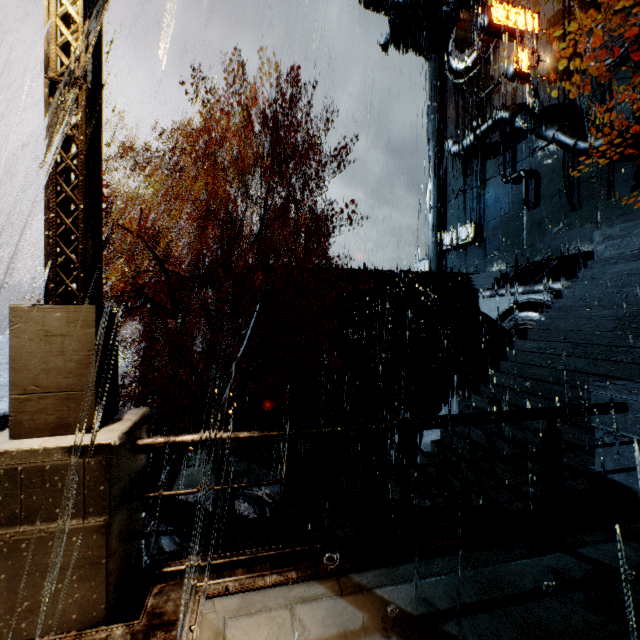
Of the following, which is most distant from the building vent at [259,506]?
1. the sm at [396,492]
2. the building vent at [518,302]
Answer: the building vent at [518,302]

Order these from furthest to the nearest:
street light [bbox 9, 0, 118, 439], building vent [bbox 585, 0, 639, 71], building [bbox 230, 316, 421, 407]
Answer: building [bbox 230, 316, 421, 407] < building vent [bbox 585, 0, 639, 71] < street light [bbox 9, 0, 118, 439]

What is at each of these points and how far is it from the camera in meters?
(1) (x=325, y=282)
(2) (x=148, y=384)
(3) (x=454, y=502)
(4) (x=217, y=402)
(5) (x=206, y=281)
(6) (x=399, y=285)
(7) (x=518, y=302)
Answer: (1) building, 21.1
(2) building, 23.6
(3) stairs, 7.0
(4) tree, 11.1
(5) sm, 20.9
(6) building, 22.3
(7) building vent, 14.8

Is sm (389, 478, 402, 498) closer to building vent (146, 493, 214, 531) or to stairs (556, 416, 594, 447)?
stairs (556, 416, 594, 447)

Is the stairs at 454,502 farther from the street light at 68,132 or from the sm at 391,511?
the street light at 68,132

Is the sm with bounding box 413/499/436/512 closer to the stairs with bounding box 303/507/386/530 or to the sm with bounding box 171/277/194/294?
the stairs with bounding box 303/507/386/530

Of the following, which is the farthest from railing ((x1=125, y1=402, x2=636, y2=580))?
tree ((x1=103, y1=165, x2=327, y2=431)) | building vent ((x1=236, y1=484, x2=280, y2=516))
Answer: building vent ((x1=236, y1=484, x2=280, y2=516))

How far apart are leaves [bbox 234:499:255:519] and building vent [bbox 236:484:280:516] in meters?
0.0 m
